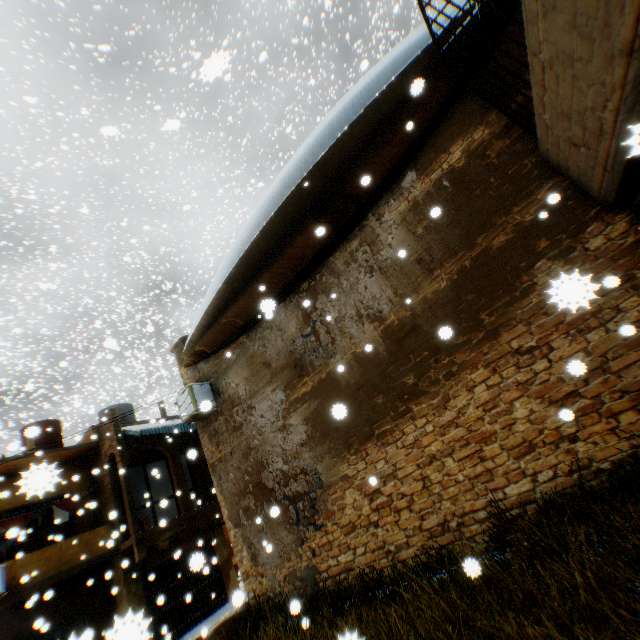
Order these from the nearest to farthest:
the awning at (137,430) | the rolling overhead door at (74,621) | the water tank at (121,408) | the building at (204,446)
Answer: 1. the building at (204,446)
2. the rolling overhead door at (74,621)
3. the awning at (137,430)
4. the water tank at (121,408)

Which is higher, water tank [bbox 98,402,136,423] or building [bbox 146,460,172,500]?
water tank [bbox 98,402,136,423]

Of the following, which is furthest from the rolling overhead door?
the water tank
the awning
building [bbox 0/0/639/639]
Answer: the water tank

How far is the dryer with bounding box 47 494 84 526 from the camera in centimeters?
1341cm

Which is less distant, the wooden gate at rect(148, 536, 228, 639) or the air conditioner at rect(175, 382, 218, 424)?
the air conditioner at rect(175, 382, 218, 424)

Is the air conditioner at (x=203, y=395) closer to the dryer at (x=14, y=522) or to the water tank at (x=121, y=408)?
the dryer at (x=14, y=522)

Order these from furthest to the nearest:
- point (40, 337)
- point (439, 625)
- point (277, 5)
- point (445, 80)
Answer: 1. point (40, 337)
2. point (277, 5)
3. point (445, 80)
4. point (439, 625)

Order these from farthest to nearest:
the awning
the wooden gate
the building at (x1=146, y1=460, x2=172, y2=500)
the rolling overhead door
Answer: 1. the building at (x1=146, y1=460, x2=172, y2=500)
2. the awning
3. the wooden gate
4. the rolling overhead door
